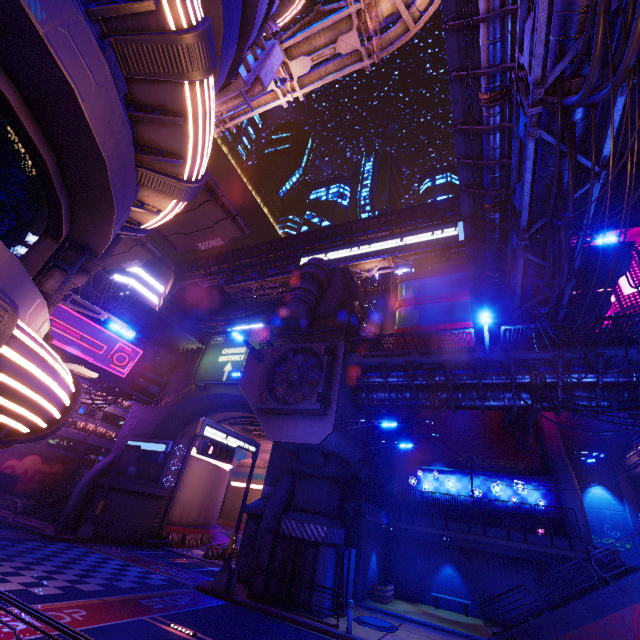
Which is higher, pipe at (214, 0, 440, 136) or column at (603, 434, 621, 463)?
pipe at (214, 0, 440, 136)

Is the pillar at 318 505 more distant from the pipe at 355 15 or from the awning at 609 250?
the awning at 609 250

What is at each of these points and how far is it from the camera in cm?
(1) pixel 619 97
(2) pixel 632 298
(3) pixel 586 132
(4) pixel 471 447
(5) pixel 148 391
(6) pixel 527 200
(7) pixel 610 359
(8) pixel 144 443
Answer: (1) pipe, 824
(2) sign, 2608
(3) pipe, 919
(4) building, 3219
(5) pipe, 3070
(6) pipe, 1098
(7) walkway, 1473
(8) sign, 2627

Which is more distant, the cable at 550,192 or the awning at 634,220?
the awning at 634,220

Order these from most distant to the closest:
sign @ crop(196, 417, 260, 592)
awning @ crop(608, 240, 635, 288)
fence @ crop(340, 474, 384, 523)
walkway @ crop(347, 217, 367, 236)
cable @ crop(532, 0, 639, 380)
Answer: walkway @ crop(347, 217, 367, 236), fence @ crop(340, 474, 384, 523), awning @ crop(608, 240, 635, 288), sign @ crop(196, 417, 260, 592), cable @ crop(532, 0, 639, 380)

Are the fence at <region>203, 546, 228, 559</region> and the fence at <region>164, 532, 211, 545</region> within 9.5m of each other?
yes

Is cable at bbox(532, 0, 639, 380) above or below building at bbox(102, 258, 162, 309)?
below

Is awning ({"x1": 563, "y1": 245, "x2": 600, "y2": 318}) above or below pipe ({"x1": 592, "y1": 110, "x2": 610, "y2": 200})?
above
